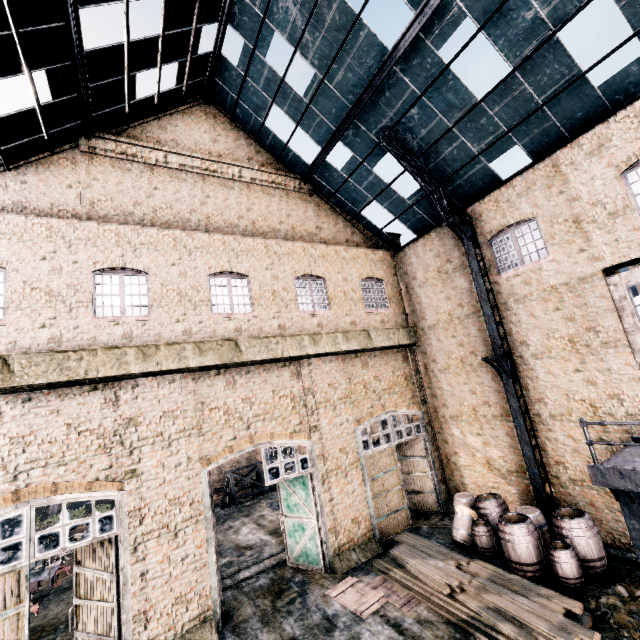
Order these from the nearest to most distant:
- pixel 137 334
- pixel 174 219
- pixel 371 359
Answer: pixel 137 334, pixel 174 219, pixel 371 359

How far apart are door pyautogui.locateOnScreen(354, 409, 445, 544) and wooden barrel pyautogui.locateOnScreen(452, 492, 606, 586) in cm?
429

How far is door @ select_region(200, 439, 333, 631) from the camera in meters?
10.4

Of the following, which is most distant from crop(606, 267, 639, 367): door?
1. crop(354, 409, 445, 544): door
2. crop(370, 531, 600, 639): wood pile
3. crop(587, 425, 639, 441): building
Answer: crop(587, 425, 639, 441): building

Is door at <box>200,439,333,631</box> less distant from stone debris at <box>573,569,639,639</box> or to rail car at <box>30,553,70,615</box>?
stone debris at <box>573,569,639,639</box>

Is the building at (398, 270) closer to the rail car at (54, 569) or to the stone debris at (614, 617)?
the stone debris at (614, 617)

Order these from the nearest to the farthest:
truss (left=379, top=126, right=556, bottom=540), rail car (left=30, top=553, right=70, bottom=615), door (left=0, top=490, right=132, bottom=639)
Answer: door (left=0, top=490, right=132, bottom=639), truss (left=379, top=126, right=556, bottom=540), rail car (left=30, top=553, right=70, bottom=615)

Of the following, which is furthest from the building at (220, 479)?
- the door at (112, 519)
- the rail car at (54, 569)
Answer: the door at (112, 519)
